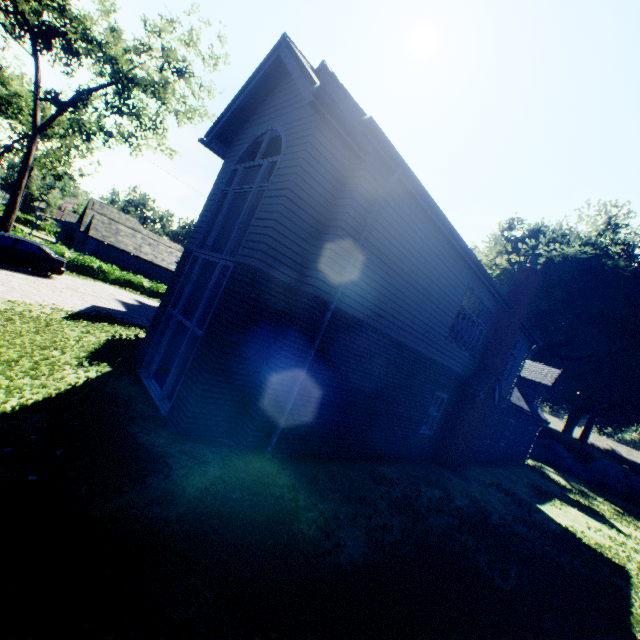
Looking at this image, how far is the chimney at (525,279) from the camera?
12.39m

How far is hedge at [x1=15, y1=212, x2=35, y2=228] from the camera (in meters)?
53.72

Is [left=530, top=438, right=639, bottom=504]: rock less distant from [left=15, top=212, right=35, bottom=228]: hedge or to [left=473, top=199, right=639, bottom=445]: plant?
[left=473, top=199, right=639, bottom=445]: plant

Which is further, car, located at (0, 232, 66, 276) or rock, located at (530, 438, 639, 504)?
rock, located at (530, 438, 639, 504)

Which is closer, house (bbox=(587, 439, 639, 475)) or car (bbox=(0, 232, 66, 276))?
car (bbox=(0, 232, 66, 276))

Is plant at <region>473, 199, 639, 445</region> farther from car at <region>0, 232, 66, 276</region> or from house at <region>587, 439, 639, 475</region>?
car at <region>0, 232, 66, 276</region>

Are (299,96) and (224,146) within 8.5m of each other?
yes

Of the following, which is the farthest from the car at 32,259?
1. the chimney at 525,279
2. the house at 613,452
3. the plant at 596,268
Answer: the house at 613,452
